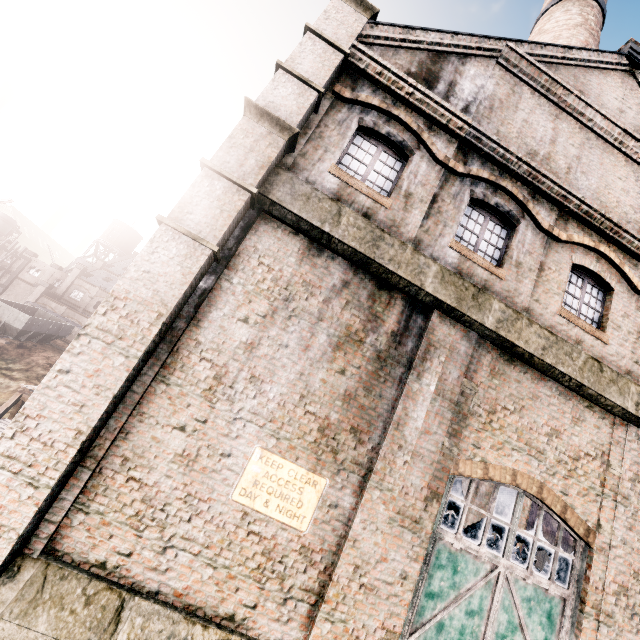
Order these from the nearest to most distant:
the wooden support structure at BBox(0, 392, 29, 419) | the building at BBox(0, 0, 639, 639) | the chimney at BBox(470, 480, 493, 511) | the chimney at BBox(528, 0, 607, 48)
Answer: the building at BBox(0, 0, 639, 639) < the chimney at BBox(528, 0, 607, 48) < the chimney at BBox(470, 480, 493, 511) < the wooden support structure at BBox(0, 392, 29, 419)

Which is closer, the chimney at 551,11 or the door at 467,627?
the door at 467,627

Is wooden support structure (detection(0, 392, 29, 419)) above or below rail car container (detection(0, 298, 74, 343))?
below

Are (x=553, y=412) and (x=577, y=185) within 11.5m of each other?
yes

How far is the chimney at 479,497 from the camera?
19.19m

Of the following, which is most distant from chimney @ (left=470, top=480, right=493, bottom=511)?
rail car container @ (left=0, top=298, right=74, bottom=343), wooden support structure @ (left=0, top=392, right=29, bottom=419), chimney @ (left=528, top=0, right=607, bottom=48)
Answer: rail car container @ (left=0, top=298, right=74, bottom=343)

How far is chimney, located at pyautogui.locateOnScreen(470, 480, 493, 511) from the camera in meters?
19.2

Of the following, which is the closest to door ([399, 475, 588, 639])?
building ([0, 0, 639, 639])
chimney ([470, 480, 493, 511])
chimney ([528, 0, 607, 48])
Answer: building ([0, 0, 639, 639])
